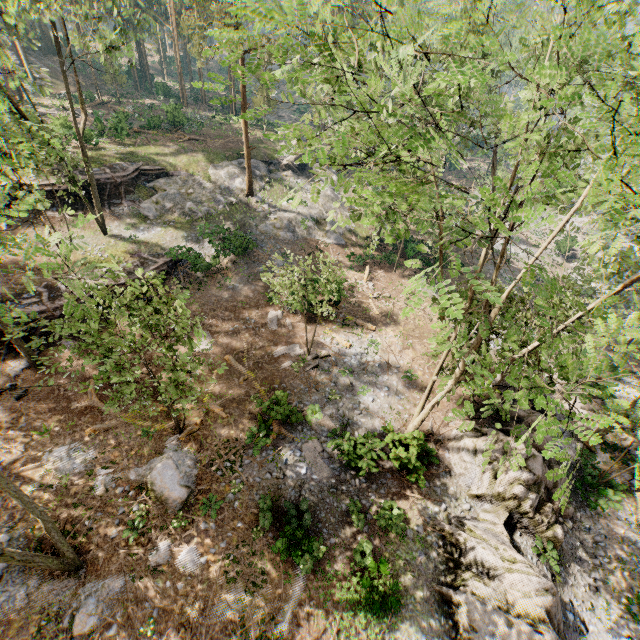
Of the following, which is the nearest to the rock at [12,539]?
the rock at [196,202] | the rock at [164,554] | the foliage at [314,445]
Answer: the rock at [164,554]

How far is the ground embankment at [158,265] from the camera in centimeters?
2174cm

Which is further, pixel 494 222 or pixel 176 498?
pixel 176 498

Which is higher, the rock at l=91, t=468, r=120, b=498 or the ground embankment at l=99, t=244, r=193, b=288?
the ground embankment at l=99, t=244, r=193, b=288

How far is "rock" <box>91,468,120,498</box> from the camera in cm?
1373

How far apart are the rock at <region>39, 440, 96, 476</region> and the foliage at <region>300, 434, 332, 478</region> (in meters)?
9.27

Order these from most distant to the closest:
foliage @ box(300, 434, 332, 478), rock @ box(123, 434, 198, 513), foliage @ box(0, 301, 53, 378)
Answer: foliage @ box(300, 434, 332, 478) < rock @ box(123, 434, 198, 513) < foliage @ box(0, 301, 53, 378)

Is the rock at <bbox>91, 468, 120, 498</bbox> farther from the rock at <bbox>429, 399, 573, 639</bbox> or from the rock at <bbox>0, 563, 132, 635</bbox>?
the rock at <bbox>429, 399, 573, 639</bbox>
